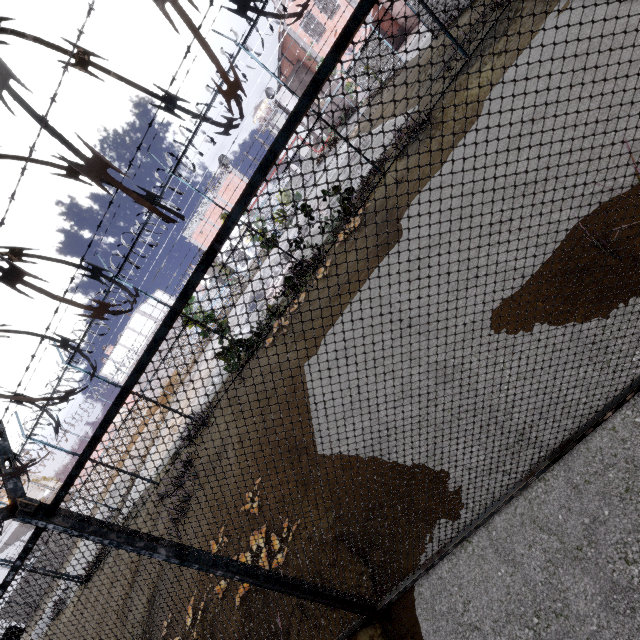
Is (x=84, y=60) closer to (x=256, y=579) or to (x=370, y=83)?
(x=256, y=579)
